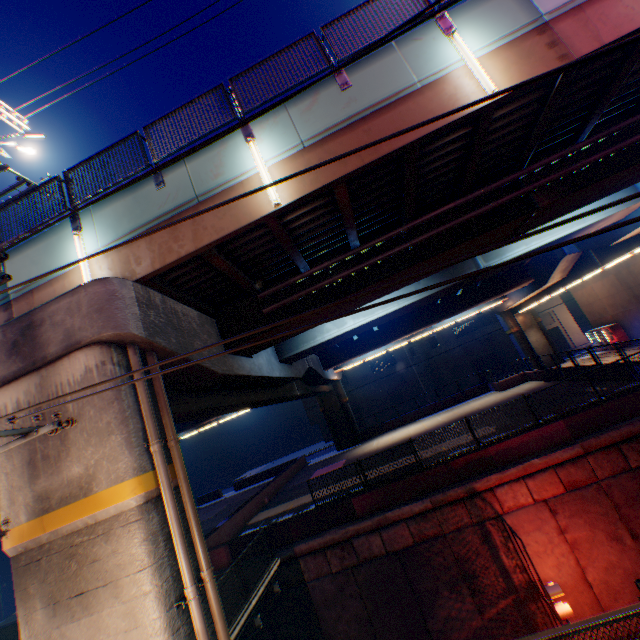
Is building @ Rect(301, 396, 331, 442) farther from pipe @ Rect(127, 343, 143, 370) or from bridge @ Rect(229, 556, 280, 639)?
pipe @ Rect(127, 343, 143, 370)

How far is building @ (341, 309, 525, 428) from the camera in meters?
44.0 m

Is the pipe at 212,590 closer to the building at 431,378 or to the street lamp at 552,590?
the street lamp at 552,590

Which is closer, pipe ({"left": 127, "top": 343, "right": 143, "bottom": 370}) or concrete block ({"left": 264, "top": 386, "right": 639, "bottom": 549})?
pipe ({"left": 127, "top": 343, "right": 143, "bottom": 370})

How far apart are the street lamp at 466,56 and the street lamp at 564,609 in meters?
14.2 m

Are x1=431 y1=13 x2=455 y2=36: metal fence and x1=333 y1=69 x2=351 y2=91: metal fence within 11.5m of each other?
yes

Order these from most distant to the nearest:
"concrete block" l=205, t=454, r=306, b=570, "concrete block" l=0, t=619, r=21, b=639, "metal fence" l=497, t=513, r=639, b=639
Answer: "concrete block" l=0, t=619, r=21, b=639, "concrete block" l=205, t=454, r=306, b=570, "metal fence" l=497, t=513, r=639, b=639

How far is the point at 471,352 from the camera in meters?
44.5 m
